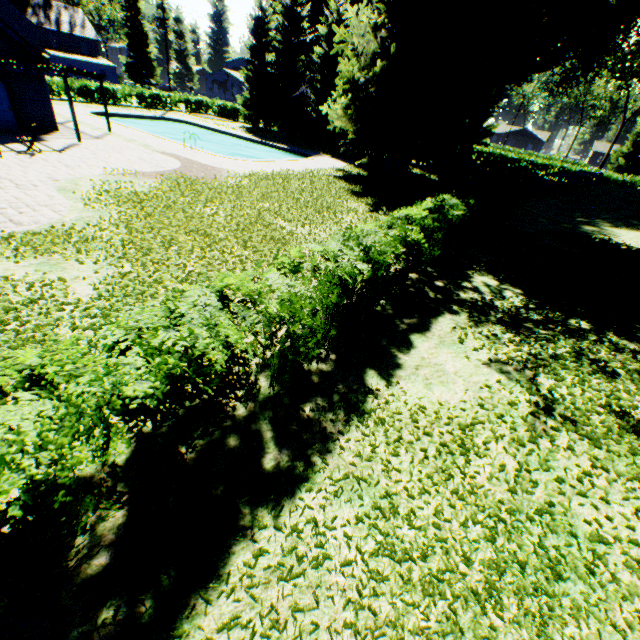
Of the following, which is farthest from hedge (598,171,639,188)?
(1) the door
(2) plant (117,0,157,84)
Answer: (1) the door

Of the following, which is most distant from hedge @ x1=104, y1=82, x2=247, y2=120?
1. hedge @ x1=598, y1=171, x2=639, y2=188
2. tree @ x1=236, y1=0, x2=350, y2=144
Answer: hedge @ x1=598, y1=171, x2=639, y2=188

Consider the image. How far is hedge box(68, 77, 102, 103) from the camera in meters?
33.0

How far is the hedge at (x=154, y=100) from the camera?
36.2 meters

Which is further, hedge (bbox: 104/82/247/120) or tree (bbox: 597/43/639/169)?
tree (bbox: 597/43/639/169)

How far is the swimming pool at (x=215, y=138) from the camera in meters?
27.5

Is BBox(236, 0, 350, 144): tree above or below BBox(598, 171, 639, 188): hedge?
above

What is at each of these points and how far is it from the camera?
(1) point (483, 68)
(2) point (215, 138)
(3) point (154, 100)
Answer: (1) plant, 19.6m
(2) swimming pool, 33.3m
(3) hedge, 39.4m
